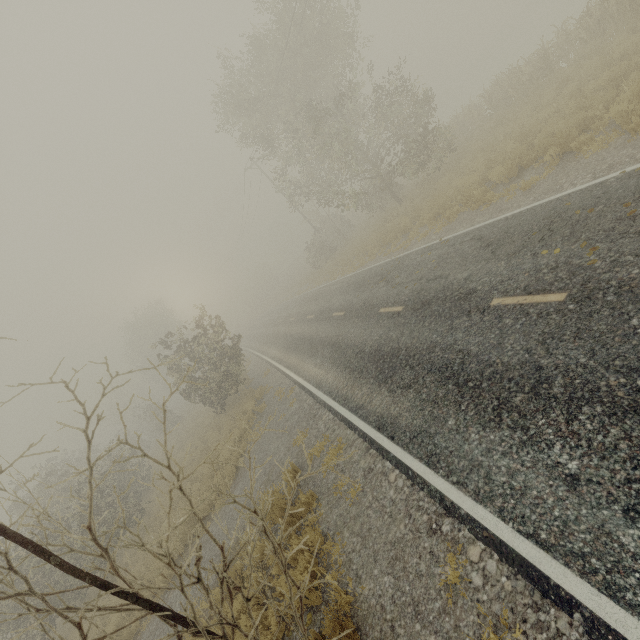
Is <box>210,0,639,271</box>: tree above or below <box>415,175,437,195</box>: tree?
above

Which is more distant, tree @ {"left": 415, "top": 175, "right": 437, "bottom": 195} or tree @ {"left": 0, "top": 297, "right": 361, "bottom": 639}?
tree @ {"left": 415, "top": 175, "right": 437, "bottom": 195}

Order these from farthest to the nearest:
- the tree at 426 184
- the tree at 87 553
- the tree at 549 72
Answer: the tree at 426 184, the tree at 549 72, the tree at 87 553

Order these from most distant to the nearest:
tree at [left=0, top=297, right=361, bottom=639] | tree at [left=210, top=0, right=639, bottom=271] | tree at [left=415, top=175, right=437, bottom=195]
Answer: tree at [left=415, top=175, right=437, bottom=195] → tree at [left=210, top=0, right=639, bottom=271] → tree at [left=0, top=297, right=361, bottom=639]

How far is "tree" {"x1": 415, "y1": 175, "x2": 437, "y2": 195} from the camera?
19.2m

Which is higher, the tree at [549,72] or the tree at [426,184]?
the tree at [549,72]

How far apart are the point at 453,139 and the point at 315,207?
13.0m
